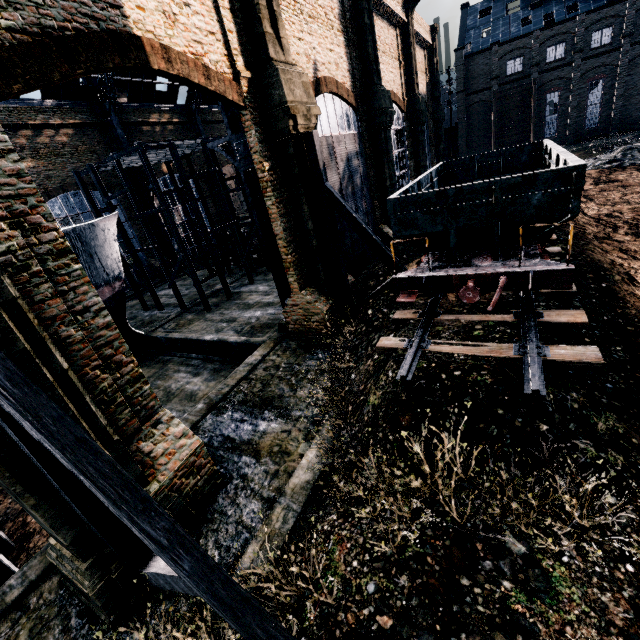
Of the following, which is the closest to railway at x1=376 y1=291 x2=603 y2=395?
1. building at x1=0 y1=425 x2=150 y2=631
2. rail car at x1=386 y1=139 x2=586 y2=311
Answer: rail car at x1=386 y1=139 x2=586 y2=311

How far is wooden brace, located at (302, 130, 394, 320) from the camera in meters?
13.2

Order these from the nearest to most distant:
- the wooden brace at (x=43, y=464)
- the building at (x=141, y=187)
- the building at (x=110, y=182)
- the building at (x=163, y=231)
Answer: the wooden brace at (x=43, y=464)
the building at (x=110, y=182)
the building at (x=141, y=187)
the building at (x=163, y=231)

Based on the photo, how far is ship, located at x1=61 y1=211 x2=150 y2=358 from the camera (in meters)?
17.69

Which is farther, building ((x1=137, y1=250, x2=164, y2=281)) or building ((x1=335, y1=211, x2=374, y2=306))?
building ((x1=137, y1=250, x2=164, y2=281))

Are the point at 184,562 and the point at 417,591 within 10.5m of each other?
yes

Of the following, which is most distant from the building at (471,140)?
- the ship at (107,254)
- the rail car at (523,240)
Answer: the ship at (107,254)

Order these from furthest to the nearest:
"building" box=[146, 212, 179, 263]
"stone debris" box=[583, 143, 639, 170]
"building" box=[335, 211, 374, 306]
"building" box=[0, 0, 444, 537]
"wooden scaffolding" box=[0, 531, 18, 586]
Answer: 1. "building" box=[146, 212, 179, 263]
2. "stone debris" box=[583, 143, 639, 170]
3. "building" box=[335, 211, 374, 306]
4. "wooden scaffolding" box=[0, 531, 18, 586]
5. "building" box=[0, 0, 444, 537]
